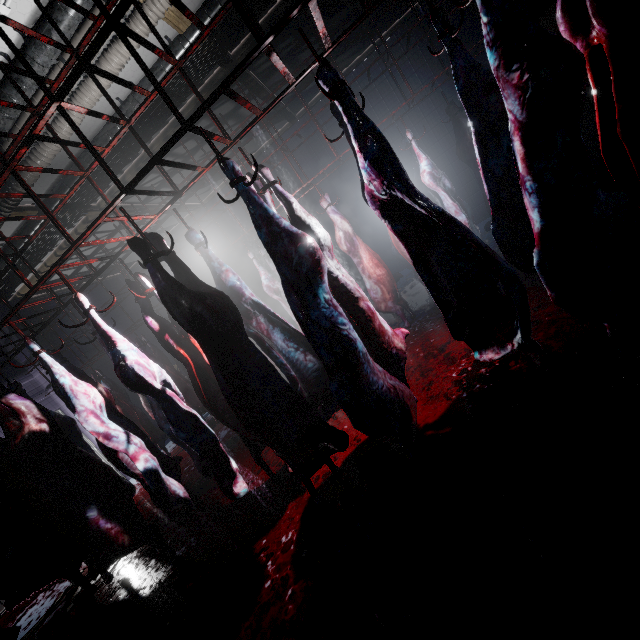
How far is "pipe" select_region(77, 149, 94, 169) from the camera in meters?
4.0 m

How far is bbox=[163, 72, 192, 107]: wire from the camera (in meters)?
3.84

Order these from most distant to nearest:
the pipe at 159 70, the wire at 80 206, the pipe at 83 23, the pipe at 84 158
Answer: the wire at 80 206, the pipe at 84 158, the pipe at 159 70, the pipe at 83 23

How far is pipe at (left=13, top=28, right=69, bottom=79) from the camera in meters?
2.5

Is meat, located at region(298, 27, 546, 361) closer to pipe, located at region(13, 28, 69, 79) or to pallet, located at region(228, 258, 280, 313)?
pipe, located at region(13, 28, 69, 79)

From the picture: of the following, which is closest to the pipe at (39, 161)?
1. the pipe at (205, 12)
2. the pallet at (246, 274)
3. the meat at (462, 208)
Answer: the pipe at (205, 12)

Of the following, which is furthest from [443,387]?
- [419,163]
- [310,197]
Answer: [310,197]

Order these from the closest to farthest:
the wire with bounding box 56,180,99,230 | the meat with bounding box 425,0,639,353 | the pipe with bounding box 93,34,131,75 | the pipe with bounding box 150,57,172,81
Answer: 1. the meat with bounding box 425,0,639,353
2. the pipe with bounding box 93,34,131,75
3. the pipe with bounding box 150,57,172,81
4. the wire with bounding box 56,180,99,230
